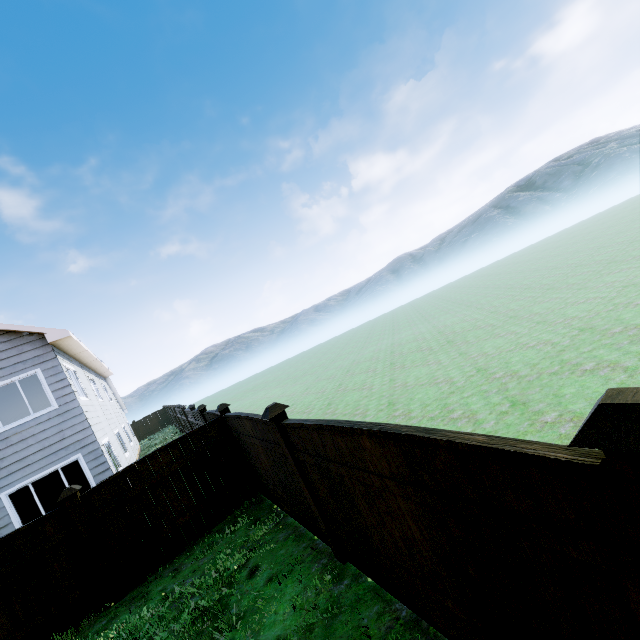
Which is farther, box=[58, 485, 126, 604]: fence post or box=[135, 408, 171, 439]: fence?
box=[135, 408, 171, 439]: fence

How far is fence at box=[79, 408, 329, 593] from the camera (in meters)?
5.40

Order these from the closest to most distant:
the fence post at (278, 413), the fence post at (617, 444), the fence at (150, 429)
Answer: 1. the fence post at (617, 444)
2. the fence post at (278, 413)
3. the fence at (150, 429)

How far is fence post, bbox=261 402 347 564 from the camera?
4.2m

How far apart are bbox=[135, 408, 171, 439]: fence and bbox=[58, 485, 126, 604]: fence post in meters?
30.5

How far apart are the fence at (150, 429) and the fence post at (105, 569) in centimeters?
3046cm

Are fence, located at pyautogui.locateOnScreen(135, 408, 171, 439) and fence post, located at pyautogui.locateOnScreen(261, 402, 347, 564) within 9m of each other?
no

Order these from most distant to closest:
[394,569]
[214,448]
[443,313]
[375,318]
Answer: [375,318], [443,313], [214,448], [394,569]
